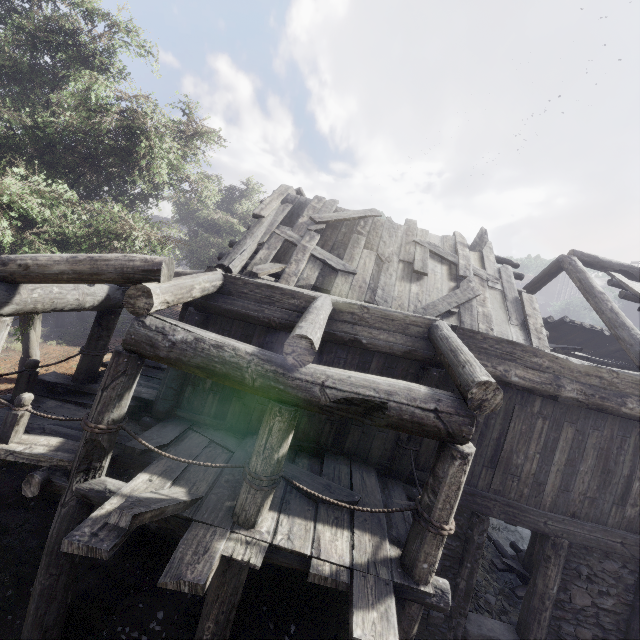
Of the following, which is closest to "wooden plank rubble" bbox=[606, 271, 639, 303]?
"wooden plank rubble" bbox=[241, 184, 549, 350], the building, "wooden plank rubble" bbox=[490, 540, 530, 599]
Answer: the building

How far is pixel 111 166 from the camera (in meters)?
10.22

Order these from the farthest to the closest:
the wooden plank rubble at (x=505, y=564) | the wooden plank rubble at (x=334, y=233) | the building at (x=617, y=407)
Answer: the wooden plank rubble at (x=505, y=564), the wooden plank rubble at (x=334, y=233), the building at (x=617, y=407)

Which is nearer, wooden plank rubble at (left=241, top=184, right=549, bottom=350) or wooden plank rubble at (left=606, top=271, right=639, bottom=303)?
wooden plank rubble at (left=241, top=184, right=549, bottom=350)

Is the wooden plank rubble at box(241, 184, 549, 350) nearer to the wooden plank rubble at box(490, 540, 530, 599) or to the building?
the building

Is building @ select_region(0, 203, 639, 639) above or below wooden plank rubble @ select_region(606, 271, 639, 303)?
below

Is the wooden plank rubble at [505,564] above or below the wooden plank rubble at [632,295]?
below
